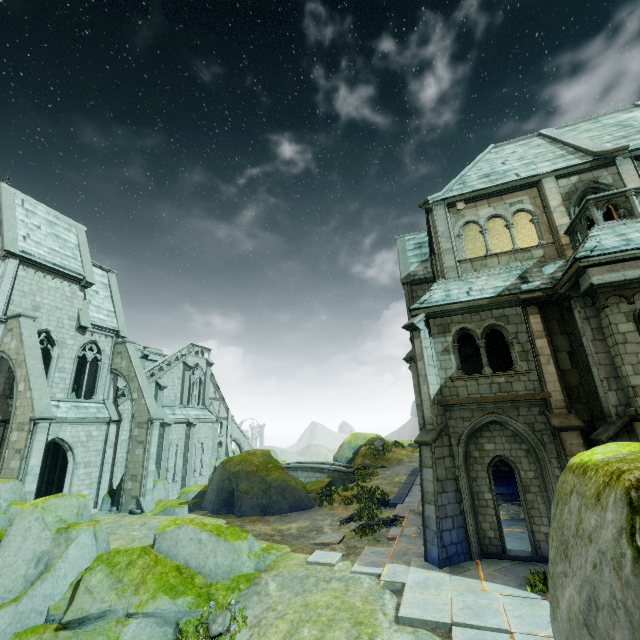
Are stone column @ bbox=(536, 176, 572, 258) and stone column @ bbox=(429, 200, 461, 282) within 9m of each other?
yes

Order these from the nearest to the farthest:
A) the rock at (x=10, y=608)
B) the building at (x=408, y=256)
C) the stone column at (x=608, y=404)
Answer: → the stone column at (x=608, y=404) < the rock at (x=10, y=608) < the building at (x=408, y=256)

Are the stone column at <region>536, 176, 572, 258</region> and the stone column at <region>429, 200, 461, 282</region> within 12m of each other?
yes

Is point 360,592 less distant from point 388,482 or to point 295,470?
point 388,482

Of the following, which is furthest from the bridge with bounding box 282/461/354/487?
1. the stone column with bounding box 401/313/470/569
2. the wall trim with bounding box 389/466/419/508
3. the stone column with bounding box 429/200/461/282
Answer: the stone column with bounding box 429/200/461/282

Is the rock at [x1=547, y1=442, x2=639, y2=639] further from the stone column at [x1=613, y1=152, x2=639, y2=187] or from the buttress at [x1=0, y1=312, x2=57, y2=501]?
the buttress at [x1=0, y1=312, x2=57, y2=501]

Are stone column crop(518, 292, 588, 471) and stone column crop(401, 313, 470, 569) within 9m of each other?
yes

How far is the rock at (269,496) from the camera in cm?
1856
